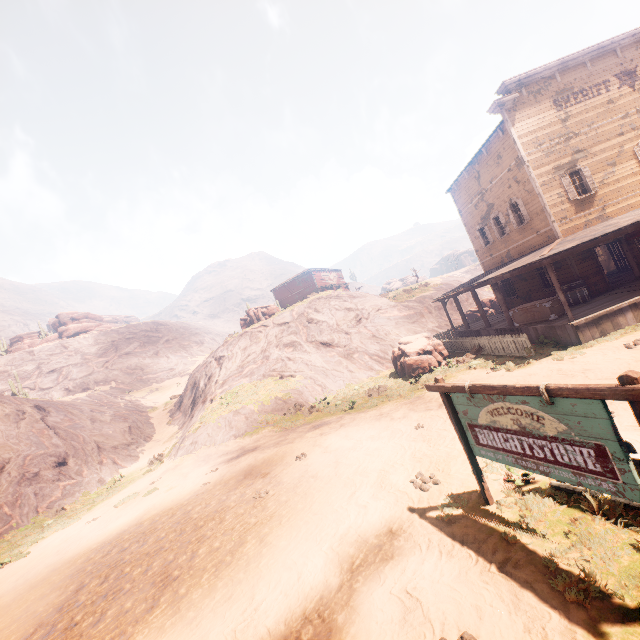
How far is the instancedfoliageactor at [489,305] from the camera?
29.4m

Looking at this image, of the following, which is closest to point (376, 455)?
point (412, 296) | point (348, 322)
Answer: point (348, 322)

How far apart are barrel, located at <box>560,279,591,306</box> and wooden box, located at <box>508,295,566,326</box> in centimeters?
125cm

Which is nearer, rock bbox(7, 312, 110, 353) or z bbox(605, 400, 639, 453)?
z bbox(605, 400, 639, 453)

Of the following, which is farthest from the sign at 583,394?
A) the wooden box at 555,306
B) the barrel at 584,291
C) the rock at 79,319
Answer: the rock at 79,319

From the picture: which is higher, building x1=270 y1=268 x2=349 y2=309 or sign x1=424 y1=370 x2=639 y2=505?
building x1=270 y1=268 x2=349 y2=309

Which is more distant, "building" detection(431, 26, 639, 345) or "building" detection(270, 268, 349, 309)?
"building" detection(270, 268, 349, 309)

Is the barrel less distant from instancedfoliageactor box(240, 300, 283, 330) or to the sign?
the sign
